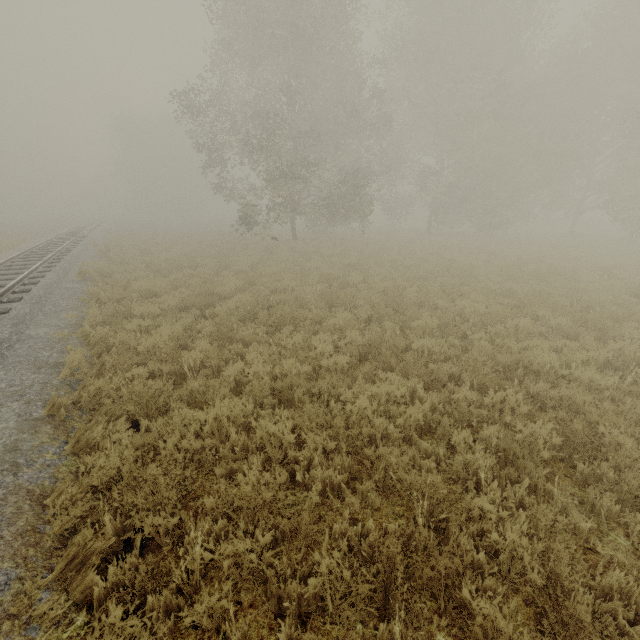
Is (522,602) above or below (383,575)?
A: below
